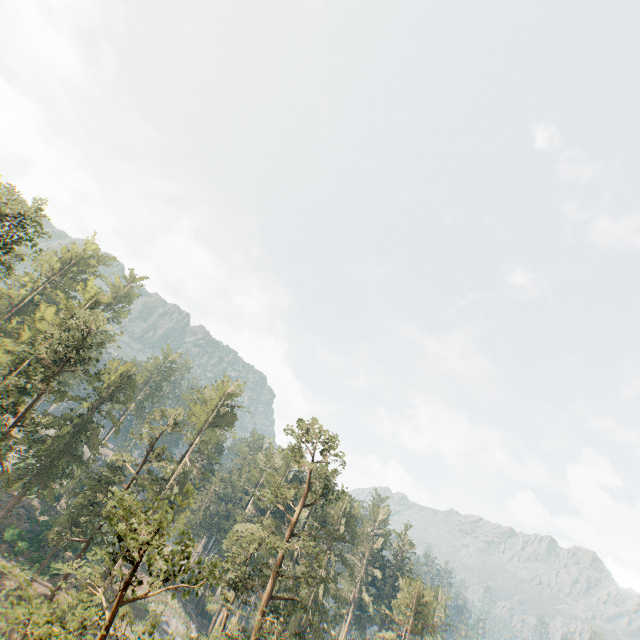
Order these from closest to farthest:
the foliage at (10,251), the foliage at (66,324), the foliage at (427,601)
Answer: the foliage at (66,324) → the foliage at (10,251) → the foliage at (427,601)

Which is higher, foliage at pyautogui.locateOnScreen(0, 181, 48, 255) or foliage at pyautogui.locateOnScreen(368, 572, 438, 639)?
foliage at pyautogui.locateOnScreen(0, 181, 48, 255)

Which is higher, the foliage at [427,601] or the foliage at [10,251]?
the foliage at [10,251]

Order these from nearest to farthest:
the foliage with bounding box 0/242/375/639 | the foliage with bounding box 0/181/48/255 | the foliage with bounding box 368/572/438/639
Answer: the foliage with bounding box 0/242/375/639, the foliage with bounding box 0/181/48/255, the foliage with bounding box 368/572/438/639

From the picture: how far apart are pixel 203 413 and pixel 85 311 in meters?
23.9

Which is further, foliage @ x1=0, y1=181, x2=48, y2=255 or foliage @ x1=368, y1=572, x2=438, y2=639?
foliage @ x1=368, y1=572, x2=438, y2=639
